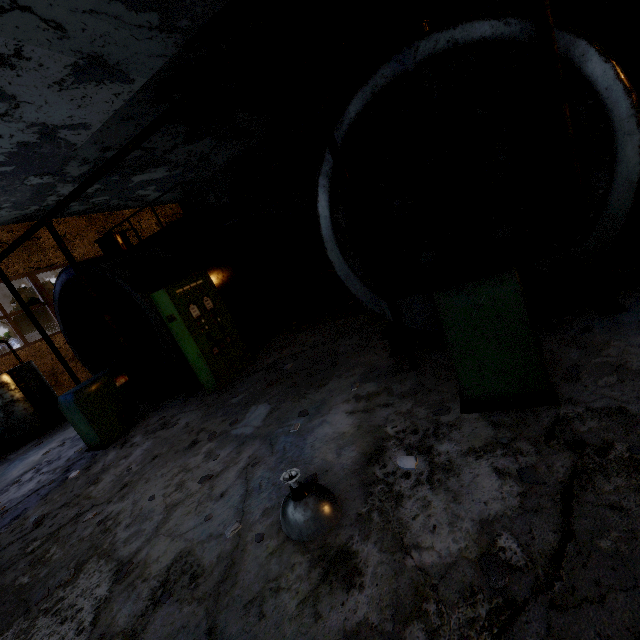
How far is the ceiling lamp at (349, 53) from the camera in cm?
941

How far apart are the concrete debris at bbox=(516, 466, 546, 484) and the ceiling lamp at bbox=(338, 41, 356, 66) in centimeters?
1138cm

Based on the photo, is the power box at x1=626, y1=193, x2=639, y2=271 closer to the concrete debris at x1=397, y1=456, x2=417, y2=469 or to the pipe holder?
the pipe holder

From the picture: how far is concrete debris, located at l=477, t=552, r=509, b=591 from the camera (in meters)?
1.89

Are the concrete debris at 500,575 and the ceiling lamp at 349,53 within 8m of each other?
no

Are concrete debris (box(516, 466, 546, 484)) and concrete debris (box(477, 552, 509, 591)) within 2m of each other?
yes

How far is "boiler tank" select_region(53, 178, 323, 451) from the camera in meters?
6.8

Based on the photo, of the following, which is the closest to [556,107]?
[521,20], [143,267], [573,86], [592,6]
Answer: [573,86]
